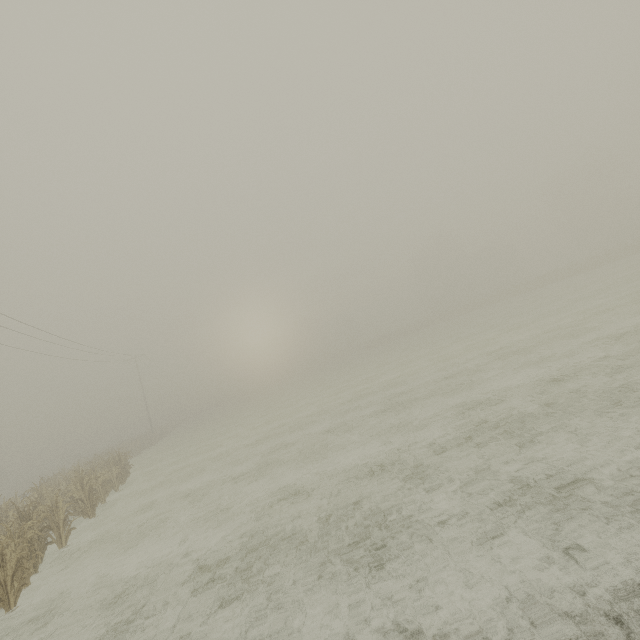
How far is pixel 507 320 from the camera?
27.2m
